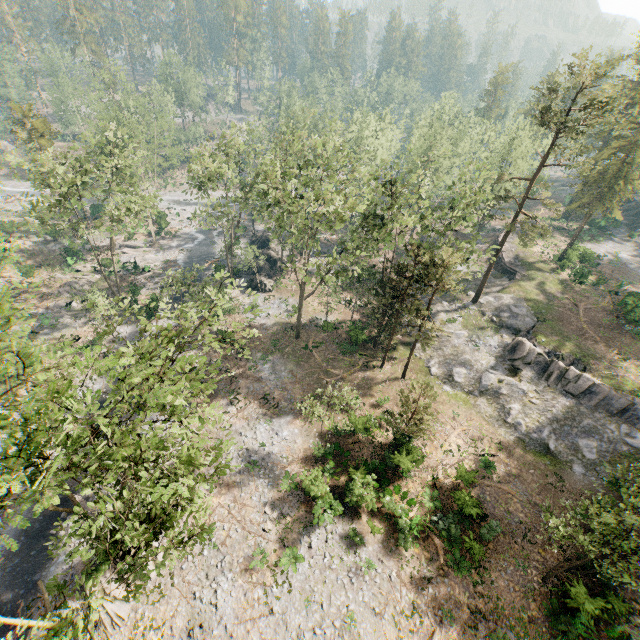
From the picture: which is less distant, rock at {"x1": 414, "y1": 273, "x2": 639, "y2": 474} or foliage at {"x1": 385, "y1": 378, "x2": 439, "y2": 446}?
foliage at {"x1": 385, "y1": 378, "x2": 439, "y2": 446}

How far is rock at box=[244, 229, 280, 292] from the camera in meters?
44.2 m

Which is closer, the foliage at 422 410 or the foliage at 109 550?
Answer: the foliage at 109 550

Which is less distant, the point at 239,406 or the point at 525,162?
the point at 239,406

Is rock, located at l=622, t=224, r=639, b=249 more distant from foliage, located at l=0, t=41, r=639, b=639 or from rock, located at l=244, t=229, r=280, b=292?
rock, located at l=244, t=229, r=280, b=292

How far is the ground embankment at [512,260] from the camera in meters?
45.0 m

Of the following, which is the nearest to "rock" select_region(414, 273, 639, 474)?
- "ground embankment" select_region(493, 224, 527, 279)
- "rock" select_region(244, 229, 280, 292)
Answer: "ground embankment" select_region(493, 224, 527, 279)
